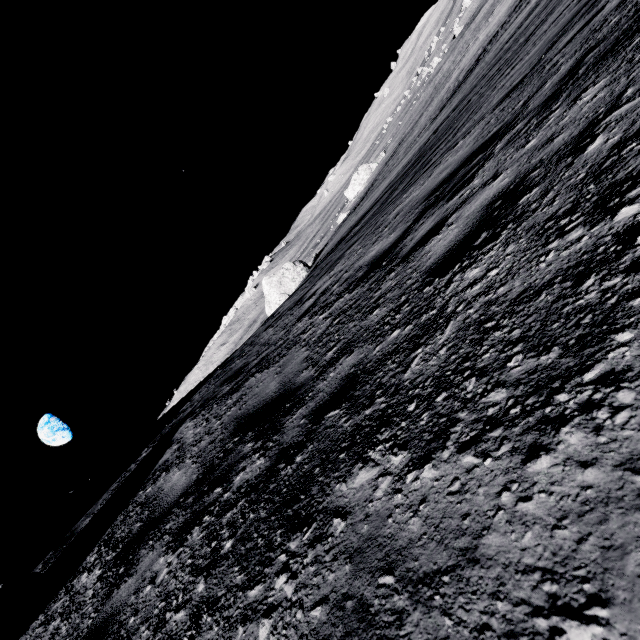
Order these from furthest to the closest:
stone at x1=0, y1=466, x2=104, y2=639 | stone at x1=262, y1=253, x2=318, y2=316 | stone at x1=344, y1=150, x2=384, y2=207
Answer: stone at x1=344, y1=150, x2=384, y2=207 → stone at x1=262, y1=253, x2=318, y2=316 → stone at x1=0, y1=466, x2=104, y2=639

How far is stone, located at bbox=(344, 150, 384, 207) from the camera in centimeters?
4991cm

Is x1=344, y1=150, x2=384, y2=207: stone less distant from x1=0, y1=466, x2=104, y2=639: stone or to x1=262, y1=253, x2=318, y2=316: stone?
x1=262, y1=253, x2=318, y2=316: stone

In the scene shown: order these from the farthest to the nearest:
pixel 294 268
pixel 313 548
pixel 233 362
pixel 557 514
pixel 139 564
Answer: pixel 294 268 → pixel 233 362 → pixel 139 564 → pixel 313 548 → pixel 557 514

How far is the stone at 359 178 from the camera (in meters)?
49.91

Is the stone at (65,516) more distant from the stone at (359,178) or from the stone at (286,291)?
the stone at (359,178)

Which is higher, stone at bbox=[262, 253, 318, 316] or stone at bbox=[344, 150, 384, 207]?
stone at bbox=[262, 253, 318, 316]
